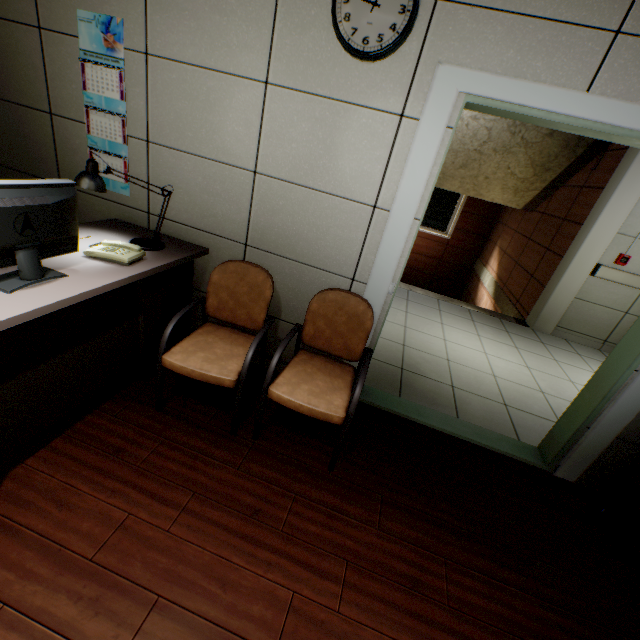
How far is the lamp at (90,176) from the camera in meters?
1.7 m

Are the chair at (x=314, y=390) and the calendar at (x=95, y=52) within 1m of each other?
no

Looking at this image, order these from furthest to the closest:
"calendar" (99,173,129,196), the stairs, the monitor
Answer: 1. the stairs
2. "calendar" (99,173,129,196)
3. the monitor

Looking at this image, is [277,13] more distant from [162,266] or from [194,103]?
[162,266]

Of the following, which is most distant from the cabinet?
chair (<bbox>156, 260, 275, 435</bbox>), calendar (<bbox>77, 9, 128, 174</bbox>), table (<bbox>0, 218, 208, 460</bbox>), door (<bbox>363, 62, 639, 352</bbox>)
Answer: calendar (<bbox>77, 9, 128, 174</bbox>)

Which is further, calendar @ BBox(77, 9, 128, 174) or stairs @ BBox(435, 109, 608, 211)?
stairs @ BBox(435, 109, 608, 211)

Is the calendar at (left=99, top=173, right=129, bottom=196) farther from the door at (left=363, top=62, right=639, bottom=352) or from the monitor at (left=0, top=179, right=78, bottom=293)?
the door at (left=363, top=62, right=639, bottom=352)

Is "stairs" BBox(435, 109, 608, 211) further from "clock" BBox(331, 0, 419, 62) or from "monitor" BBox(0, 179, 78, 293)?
"monitor" BBox(0, 179, 78, 293)
